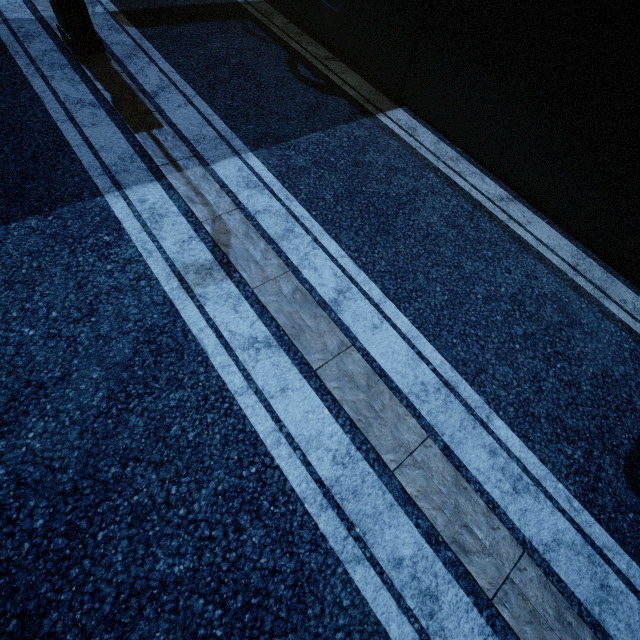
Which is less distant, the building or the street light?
the building

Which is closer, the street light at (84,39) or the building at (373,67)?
the building at (373,67)

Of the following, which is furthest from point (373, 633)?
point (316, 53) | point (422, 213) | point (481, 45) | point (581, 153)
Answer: point (316, 53)
